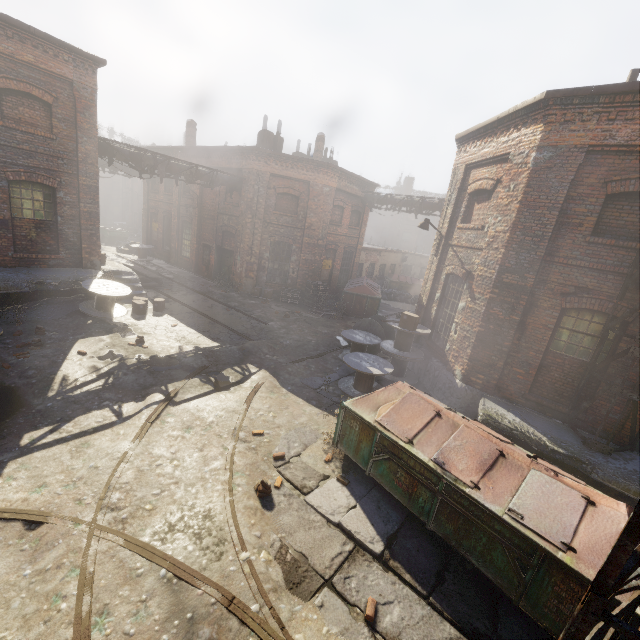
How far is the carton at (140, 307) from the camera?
12.6 meters

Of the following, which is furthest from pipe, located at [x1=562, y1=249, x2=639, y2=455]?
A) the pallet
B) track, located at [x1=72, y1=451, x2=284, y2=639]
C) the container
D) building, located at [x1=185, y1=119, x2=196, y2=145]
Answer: the container

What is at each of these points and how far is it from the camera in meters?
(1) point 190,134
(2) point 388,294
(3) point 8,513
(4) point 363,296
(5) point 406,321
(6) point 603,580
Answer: (1) building, 23.2
(2) trash bag, 25.3
(3) track, 4.5
(4) trash container, 18.2
(5) carton, 10.5
(6) pipe, 2.6

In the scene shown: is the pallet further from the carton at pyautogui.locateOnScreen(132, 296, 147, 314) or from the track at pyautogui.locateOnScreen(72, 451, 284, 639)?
the track at pyautogui.locateOnScreen(72, 451, 284, 639)

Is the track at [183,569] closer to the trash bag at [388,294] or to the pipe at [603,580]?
the pipe at [603,580]

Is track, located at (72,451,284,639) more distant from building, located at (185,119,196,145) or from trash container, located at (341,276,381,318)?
building, located at (185,119,196,145)

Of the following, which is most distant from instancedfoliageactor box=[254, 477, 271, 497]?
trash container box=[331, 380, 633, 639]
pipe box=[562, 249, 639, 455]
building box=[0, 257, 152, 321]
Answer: building box=[0, 257, 152, 321]

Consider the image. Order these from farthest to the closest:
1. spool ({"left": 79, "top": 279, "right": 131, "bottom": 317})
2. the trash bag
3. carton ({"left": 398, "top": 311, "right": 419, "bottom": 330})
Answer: the trash bag < spool ({"left": 79, "top": 279, "right": 131, "bottom": 317}) < carton ({"left": 398, "top": 311, "right": 419, "bottom": 330})
